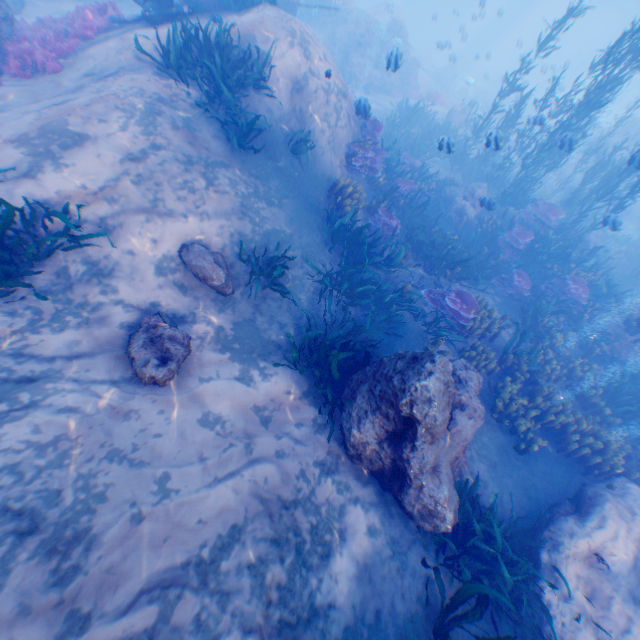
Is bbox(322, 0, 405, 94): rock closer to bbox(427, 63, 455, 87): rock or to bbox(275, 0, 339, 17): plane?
bbox(275, 0, 339, 17): plane

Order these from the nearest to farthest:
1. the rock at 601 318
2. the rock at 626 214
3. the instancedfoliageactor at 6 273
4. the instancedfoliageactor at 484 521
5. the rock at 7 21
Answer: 1. the instancedfoliageactor at 484 521
2. the instancedfoliageactor at 6 273
3. the rock at 7 21
4. the rock at 601 318
5. the rock at 626 214

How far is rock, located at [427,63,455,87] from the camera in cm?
3384

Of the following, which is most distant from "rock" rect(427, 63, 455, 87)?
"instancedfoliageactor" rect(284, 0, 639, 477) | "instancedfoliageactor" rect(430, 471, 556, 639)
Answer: "instancedfoliageactor" rect(430, 471, 556, 639)

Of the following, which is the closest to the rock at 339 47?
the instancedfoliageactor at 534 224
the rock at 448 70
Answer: the instancedfoliageactor at 534 224

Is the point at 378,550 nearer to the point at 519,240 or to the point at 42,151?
the point at 42,151

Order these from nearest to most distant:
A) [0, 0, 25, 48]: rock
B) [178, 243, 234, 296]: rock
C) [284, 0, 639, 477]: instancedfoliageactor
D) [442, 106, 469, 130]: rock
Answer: [178, 243, 234, 296]: rock, [284, 0, 639, 477]: instancedfoliageactor, [0, 0, 25, 48]: rock, [442, 106, 469, 130]: rock

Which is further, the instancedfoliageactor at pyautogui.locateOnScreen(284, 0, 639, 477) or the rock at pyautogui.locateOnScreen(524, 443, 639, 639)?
the instancedfoliageactor at pyautogui.locateOnScreen(284, 0, 639, 477)
